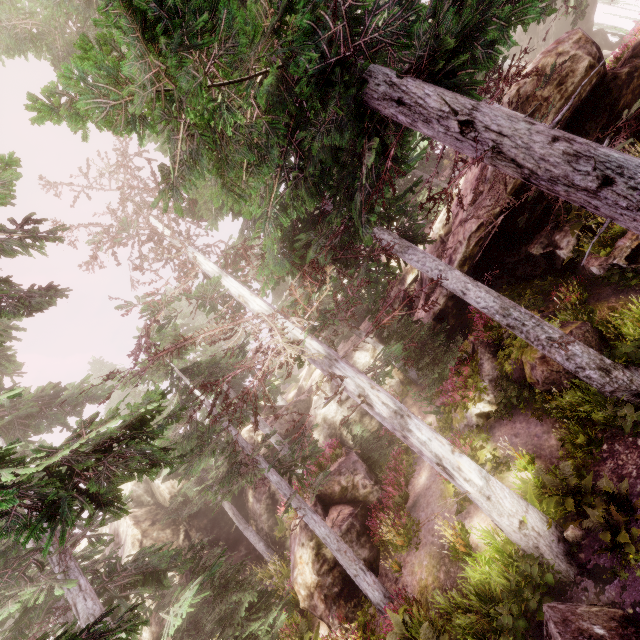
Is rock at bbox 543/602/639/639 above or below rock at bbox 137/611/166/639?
below

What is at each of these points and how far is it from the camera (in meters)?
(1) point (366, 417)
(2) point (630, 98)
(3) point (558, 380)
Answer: (1) rock, 22.41
(2) rock, 11.20
(3) rock, 9.85

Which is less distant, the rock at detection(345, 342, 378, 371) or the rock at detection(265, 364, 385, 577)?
the rock at detection(265, 364, 385, 577)

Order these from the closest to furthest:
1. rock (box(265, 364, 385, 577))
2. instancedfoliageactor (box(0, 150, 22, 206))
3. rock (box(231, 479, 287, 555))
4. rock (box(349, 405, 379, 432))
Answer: instancedfoliageactor (box(0, 150, 22, 206))
rock (box(265, 364, 385, 577))
rock (box(231, 479, 287, 555))
rock (box(349, 405, 379, 432))

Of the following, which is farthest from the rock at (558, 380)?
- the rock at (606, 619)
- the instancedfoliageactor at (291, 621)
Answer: the rock at (606, 619)

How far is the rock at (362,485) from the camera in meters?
12.5

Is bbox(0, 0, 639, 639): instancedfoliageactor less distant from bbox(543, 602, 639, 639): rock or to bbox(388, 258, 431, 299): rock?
bbox(388, 258, 431, 299): rock

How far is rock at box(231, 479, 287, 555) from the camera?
21.7 meters
